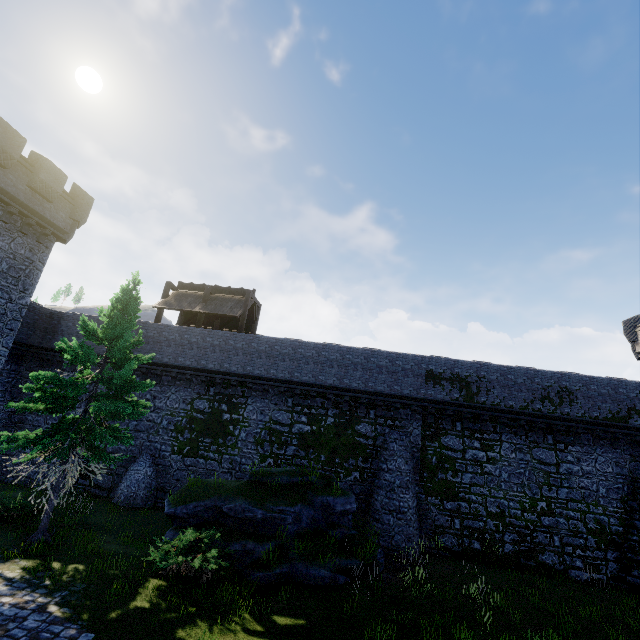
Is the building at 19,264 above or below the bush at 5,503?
above

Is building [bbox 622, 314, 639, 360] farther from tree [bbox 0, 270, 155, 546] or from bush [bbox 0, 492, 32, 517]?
bush [bbox 0, 492, 32, 517]

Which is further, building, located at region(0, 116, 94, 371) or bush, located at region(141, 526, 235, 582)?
building, located at region(0, 116, 94, 371)

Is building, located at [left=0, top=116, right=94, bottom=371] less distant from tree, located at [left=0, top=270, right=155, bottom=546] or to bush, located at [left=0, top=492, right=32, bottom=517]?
bush, located at [left=0, top=492, right=32, bottom=517]

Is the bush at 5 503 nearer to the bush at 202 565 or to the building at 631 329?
the bush at 202 565

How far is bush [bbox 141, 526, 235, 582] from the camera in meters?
9.9 m

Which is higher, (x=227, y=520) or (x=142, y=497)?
(x=227, y=520)
